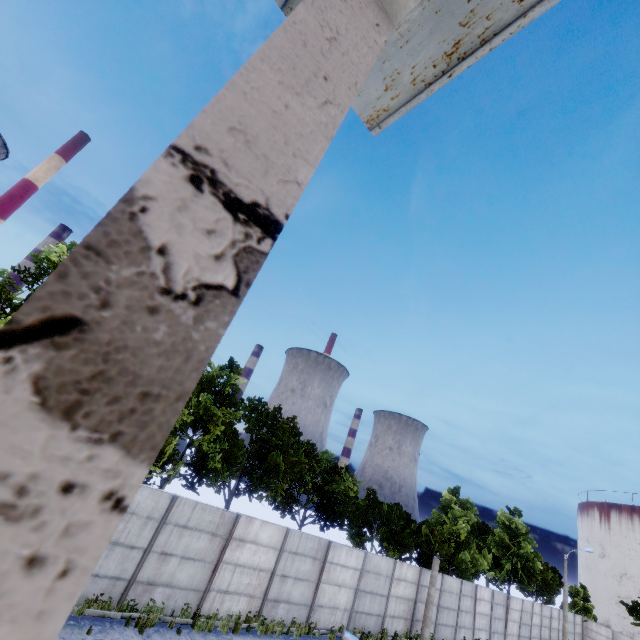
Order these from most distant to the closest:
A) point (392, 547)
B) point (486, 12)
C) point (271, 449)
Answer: point (392, 547)
point (271, 449)
point (486, 12)
